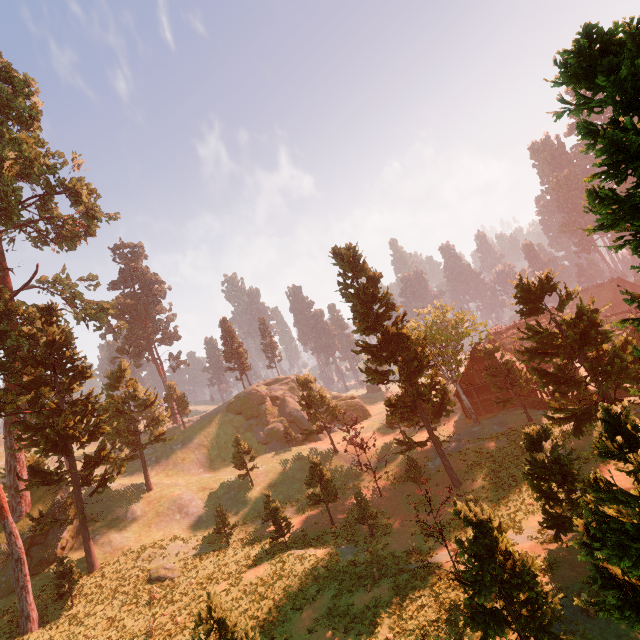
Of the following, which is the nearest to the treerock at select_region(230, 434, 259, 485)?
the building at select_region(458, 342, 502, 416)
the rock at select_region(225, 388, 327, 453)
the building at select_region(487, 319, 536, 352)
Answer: the building at select_region(487, 319, 536, 352)

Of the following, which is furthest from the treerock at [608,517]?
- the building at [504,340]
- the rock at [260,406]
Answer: the rock at [260,406]

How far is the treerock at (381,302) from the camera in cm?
2795

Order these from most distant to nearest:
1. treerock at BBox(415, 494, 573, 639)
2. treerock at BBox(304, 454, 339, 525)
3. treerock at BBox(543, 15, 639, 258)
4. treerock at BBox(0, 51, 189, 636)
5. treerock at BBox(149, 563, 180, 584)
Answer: treerock at BBox(304, 454, 339, 525) → treerock at BBox(0, 51, 189, 636) → treerock at BBox(149, 563, 180, 584) → treerock at BBox(415, 494, 573, 639) → treerock at BBox(543, 15, 639, 258)

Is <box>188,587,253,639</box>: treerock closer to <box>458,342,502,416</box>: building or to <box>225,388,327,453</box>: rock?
<box>458,342,502,416</box>: building

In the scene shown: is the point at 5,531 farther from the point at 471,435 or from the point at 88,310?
the point at 471,435
